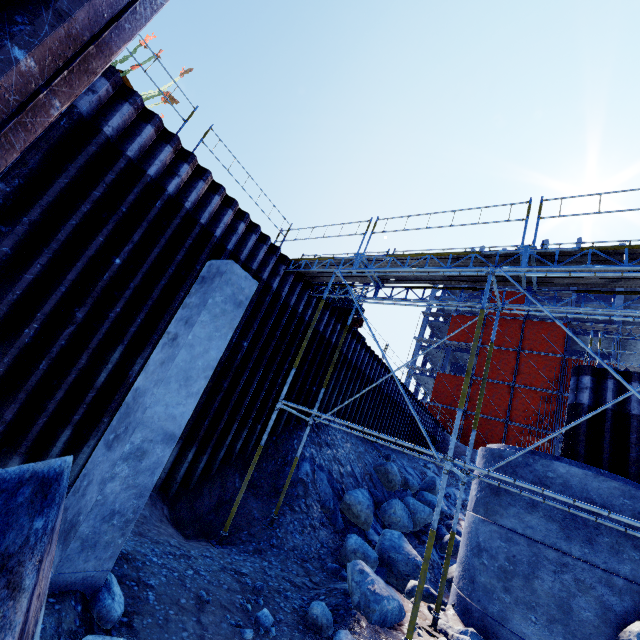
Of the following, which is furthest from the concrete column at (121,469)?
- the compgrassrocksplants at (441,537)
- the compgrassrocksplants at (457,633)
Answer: the compgrassrocksplants at (441,537)

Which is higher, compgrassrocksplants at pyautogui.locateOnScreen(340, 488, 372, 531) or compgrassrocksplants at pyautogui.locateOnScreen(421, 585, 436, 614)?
compgrassrocksplants at pyautogui.locateOnScreen(340, 488, 372, 531)

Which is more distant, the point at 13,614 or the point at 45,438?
the point at 45,438

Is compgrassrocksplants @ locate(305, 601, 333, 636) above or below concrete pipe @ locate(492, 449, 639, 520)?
below

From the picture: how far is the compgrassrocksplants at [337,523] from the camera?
9.1m

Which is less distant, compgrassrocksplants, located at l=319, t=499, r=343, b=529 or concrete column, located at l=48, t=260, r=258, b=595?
concrete column, located at l=48, t=260, r=258, b=595

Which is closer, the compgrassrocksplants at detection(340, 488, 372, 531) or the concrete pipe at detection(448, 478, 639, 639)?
the concrete pipe at detection(448, 478, 639, 639)

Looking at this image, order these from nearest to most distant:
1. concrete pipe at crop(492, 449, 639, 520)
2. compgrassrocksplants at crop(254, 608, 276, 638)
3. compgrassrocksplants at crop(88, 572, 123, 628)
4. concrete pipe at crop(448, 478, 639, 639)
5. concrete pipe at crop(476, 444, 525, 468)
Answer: compgrassrocksplants at crop(88, 572, 123, 628) → compgrassrocksplants at crop(254, 608, 276, 638) → concrete pipe at crop(448, 478, 639, 639) → concrete pipe at crop(492, 449, 639, 520) → concrete pipe at crop(476, 444, 525, 468)
